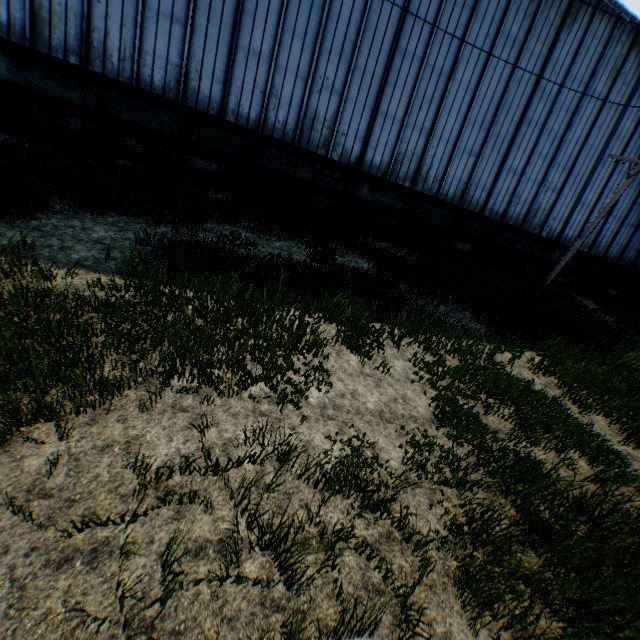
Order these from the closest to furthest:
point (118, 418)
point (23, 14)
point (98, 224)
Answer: point (118, 418) < point (98, 224) < point (23, 14)

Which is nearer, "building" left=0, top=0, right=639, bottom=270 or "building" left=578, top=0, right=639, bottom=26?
"building" left=0, top=0, right=639, bottom=270

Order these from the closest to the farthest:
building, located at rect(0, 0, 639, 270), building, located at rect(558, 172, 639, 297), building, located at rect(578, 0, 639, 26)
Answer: building, located at rect(0, 0, 639, 270)
building, located at rect(578, 0, 639, 26)
building, located at rect(558, 172, 639, 297)

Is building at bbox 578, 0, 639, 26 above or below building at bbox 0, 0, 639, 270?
above

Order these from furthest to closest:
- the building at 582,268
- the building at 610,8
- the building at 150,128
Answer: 1. the building at 582,268
2. the building at 610,8
3. the building at 150,128

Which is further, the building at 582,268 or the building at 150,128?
the building at 582,268
